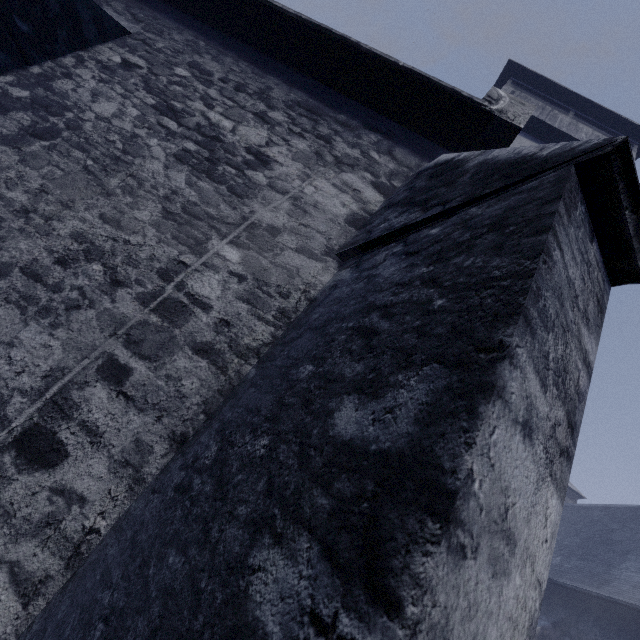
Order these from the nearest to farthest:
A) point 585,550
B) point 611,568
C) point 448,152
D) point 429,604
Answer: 1. point 429,604
2. point 448,152
3. point 611,568
4. point 585,550
